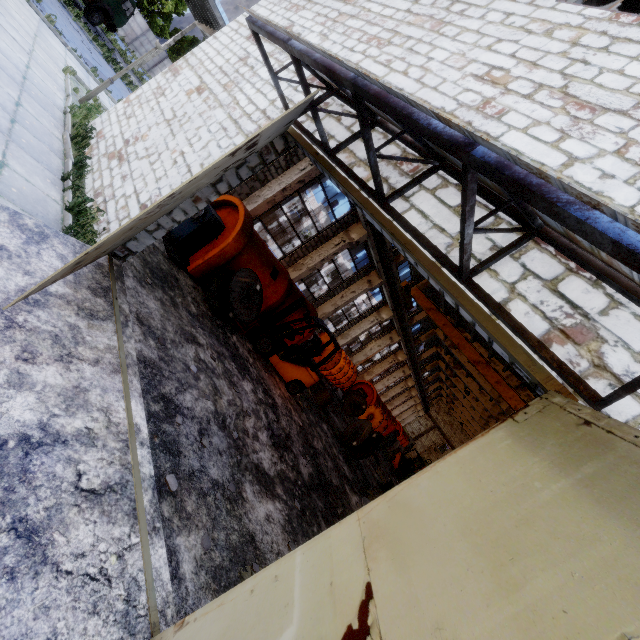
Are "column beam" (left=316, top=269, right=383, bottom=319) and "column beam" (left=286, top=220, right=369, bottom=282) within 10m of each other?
yes

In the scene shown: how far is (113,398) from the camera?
3.92m

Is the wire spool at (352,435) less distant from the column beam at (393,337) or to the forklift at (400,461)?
the forklift at (400,461)

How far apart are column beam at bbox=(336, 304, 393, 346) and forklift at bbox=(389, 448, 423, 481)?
10.08m

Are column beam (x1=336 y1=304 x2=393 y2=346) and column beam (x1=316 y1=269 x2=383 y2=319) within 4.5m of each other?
yes

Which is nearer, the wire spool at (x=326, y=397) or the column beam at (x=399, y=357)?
the wire spool at (x=326, y=397)

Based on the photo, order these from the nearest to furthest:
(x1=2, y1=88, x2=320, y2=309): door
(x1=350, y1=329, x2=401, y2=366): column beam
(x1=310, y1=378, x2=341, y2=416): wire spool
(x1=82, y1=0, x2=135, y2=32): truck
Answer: (x1=2, y1=88, x2=320, y2=309): door → (x1=310, y1=378, x2=341, y2=416): wire spool → (x1=82, y1=0, x2=135, y2=32): truck → (x1=350, y1=329, x2=401, y2=366): column beam

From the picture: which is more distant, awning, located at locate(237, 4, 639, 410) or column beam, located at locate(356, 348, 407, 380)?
column beam, located at locate(356, 348, 407, 380)
